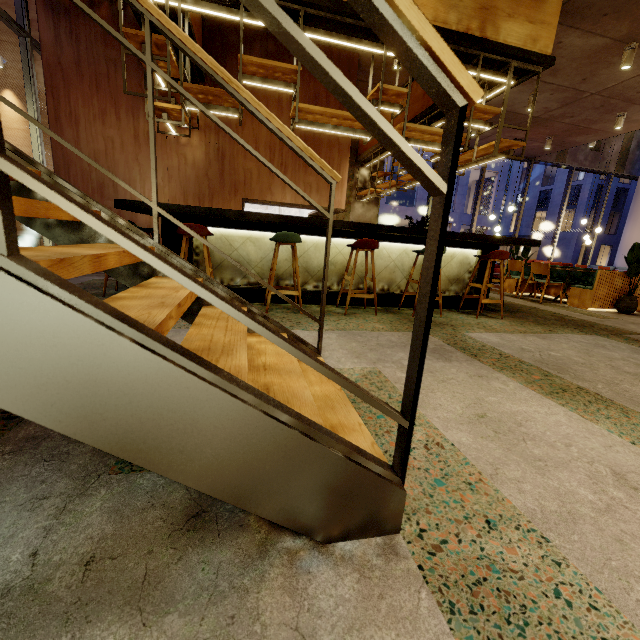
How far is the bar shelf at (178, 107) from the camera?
4.0 meters

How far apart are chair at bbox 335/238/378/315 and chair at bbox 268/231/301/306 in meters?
0.6

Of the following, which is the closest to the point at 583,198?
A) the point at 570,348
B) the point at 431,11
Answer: the point at 431,11

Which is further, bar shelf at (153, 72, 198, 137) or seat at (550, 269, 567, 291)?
seat at (550, 269, 567, 291)

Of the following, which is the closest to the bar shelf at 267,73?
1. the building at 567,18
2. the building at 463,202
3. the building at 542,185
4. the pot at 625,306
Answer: the building at 567,18

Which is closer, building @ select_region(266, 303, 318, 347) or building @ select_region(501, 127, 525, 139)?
building @ select_region(266, 303, 318, 347)

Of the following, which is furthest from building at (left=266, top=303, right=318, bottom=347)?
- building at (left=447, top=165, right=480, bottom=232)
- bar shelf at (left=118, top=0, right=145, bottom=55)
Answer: building at (left=447, top=165, right=480, bottom=232)

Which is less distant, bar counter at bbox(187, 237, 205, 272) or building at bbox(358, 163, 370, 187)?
bar counter at bbox(187, 237, 205, 272)
